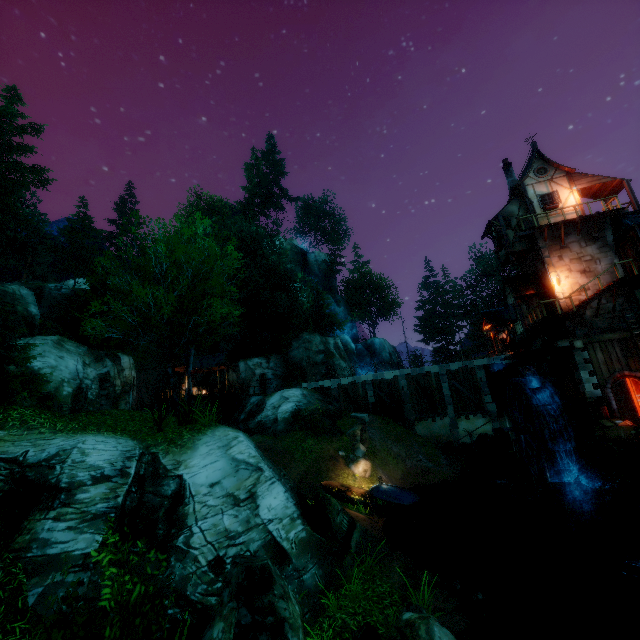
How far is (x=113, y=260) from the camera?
11.4m

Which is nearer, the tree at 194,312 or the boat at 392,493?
the tree at 194,312

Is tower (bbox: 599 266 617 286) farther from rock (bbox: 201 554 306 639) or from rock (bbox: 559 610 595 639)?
rock (bbox: 201 554 306 639)

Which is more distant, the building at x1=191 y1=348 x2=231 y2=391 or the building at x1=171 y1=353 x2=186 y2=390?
the building at x1=191 y1=348 x2=231 y2=391

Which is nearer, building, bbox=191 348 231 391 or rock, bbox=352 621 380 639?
rock, bbox=352 621 380 639

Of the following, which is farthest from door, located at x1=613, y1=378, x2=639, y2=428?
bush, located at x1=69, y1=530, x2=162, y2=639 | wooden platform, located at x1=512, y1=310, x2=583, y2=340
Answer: bush, located at x1=69, y1=530, x2=162, y2=639

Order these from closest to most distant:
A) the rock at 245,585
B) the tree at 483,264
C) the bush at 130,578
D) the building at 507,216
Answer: the bush at 130,578 → the rock at 245,585 → the building at 507,216 → the tree at 483,264

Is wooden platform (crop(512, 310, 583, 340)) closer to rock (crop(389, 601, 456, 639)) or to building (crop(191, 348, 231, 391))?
rock (crop(389, 601, 456, 639))
